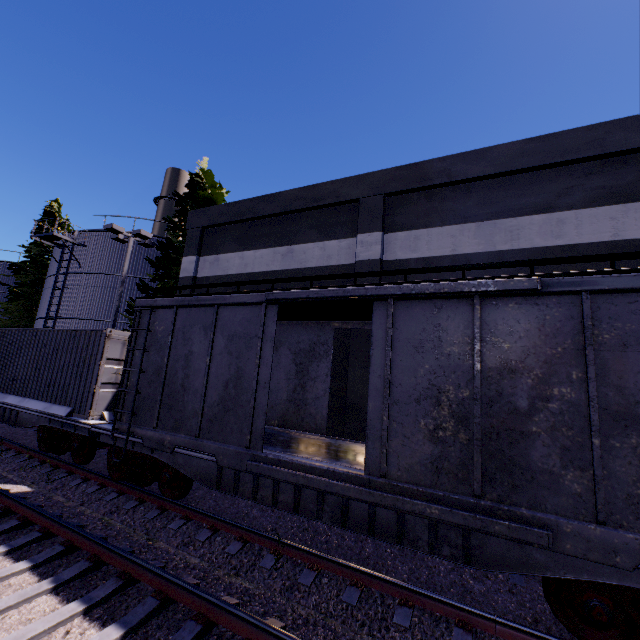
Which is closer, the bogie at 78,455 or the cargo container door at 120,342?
the bogie at 78,455

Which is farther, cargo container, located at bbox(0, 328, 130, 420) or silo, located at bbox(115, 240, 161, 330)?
silo, located at bbox(115, 240, 161, 330)

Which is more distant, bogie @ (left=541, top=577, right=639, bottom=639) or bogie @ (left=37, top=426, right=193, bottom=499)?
bogie @ (left=37, top=426, right=193, bottom=499)

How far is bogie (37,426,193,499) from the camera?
7.2m

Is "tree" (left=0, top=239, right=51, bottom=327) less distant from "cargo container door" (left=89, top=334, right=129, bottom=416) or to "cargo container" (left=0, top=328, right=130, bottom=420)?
"cargo container" (left=0, top=328, right=130, bottom=420)

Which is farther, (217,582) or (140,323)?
(140,323)

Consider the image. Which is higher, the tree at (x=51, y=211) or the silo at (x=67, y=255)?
the tree at (x=51, y=211)

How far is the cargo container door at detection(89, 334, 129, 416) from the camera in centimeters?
934cm
